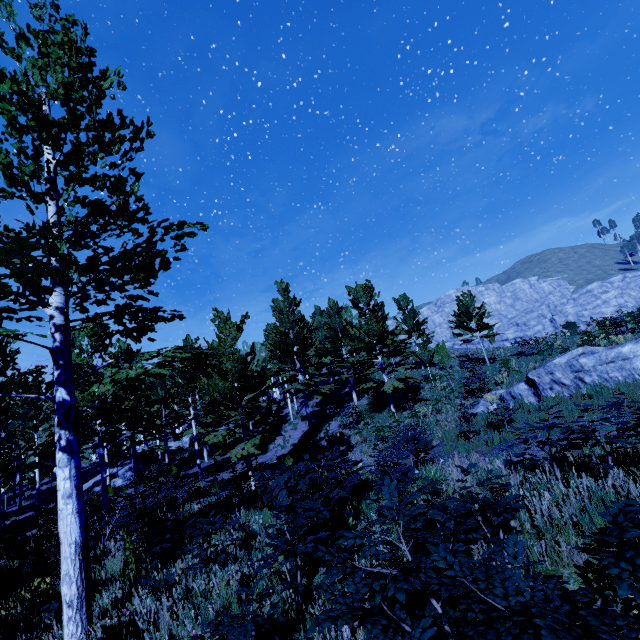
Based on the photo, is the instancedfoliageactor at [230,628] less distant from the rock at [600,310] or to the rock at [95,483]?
the rock at [95,483]

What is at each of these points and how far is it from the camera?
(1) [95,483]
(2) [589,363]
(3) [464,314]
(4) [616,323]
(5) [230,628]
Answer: (1) rock, 30.52m
(2) rock, 10.76m
(3) instancedfoliageactor, 23.88m
(4) instancedfoliageactor, 17.91m
(5) instancedfoliageactor, 2.92m

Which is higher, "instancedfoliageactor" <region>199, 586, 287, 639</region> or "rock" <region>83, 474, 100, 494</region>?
"instancedfoliageactor" <region>199, 586, 287, 639</region>

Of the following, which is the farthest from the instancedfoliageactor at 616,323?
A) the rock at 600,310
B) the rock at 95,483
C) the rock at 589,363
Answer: the rock at 600,310

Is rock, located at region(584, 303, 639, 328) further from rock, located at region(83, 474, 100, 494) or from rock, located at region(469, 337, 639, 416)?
rock, located at region(83, 474, 100, 494)

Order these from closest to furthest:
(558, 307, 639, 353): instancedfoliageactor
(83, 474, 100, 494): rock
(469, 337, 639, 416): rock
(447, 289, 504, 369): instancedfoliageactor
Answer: (469, 337, 639, 416): rock
(558, 307, 639, 353): instancedfoliageactor
(447, 289, 504, 369): instancedfoliageactor
(83, 474, 100, 494): rock

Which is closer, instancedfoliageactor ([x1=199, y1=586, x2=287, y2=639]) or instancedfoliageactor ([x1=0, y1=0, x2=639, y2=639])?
instancedfoliageactor ([x1=0, y1=0, x2=639, y2=639])

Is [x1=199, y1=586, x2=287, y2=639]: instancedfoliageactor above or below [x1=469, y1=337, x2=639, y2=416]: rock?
below
